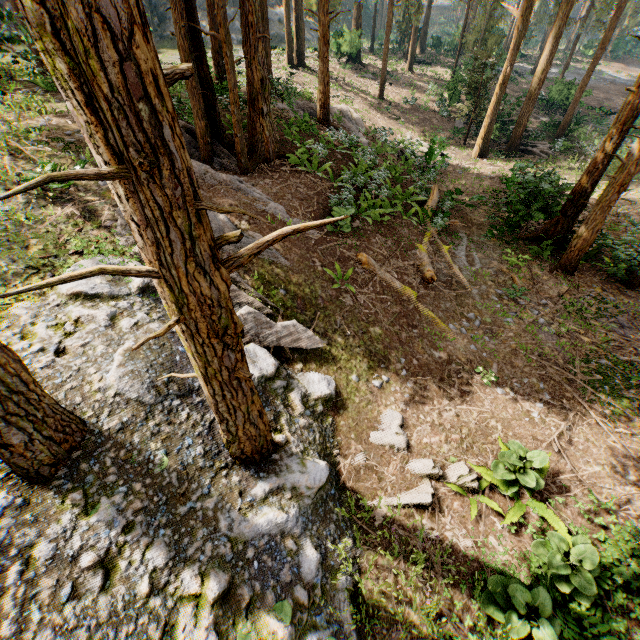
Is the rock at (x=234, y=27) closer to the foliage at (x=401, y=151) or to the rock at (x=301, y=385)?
the foliage at (x=401, y=151)

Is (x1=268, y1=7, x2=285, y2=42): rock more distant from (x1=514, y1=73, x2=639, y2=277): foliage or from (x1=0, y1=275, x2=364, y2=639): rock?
(x1=0, y1=275, x2=364, y2=639): rock

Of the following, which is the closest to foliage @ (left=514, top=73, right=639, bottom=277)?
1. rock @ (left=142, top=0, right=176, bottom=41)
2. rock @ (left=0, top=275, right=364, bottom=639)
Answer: rock @ (left=0, top=275, right=364, bottom=639)

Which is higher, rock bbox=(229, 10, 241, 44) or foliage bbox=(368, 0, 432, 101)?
foliage bbox=(368, 0, 432, 101)

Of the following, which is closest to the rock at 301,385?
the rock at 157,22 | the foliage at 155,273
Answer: the foliage at 155,273

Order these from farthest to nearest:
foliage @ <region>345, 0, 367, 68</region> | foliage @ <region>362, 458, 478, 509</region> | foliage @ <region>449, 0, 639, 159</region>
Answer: foliage @ <region>345, 0, 367, 68</region> → foliage @ <region>449, 0, 639, 159</region> → foliage @ <region>362, 458, 478, 509</region>

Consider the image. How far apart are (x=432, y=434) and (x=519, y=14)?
24.6m
